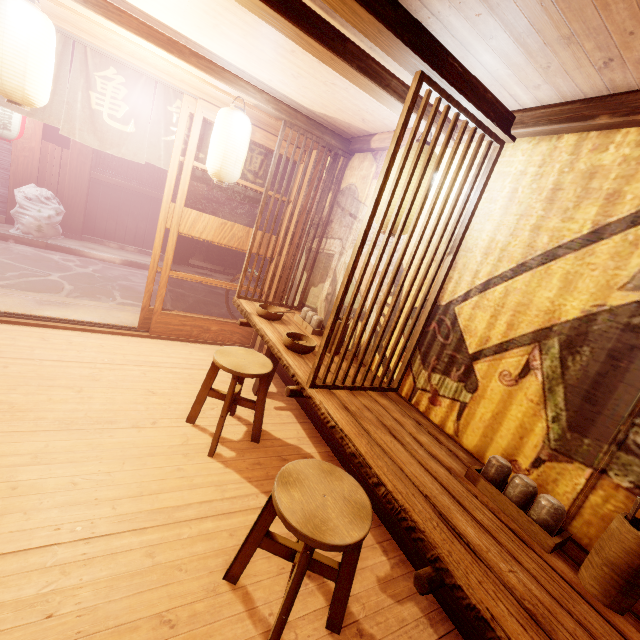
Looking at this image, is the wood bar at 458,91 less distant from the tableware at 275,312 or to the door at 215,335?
the door at 215,335

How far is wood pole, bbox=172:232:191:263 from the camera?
15.5 meters

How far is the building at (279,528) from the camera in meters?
3.8 m

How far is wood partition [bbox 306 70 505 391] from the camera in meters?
3.3 m

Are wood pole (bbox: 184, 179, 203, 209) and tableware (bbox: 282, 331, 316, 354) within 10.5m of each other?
no

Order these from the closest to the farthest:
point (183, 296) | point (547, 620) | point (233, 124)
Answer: point (547, 620) → point (233, 124) → point (183, 296)

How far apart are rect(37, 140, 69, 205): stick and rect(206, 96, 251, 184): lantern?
10.94m

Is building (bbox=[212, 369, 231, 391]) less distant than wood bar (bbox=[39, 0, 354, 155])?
No
